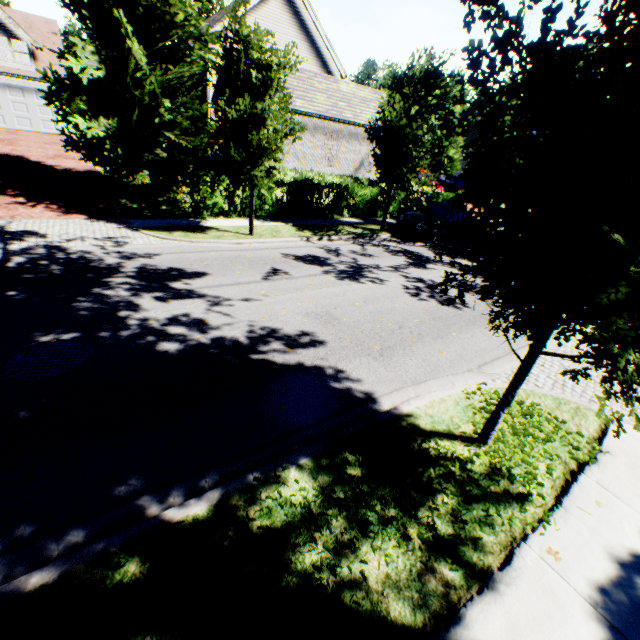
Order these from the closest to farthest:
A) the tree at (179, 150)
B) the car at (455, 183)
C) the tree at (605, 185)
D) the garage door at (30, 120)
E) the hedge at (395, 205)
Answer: the tree at (605, 185)
the tree at (179, 150)
the hedge at (395, 205)
the garage door at (30, 120)
the car at (455, 183)

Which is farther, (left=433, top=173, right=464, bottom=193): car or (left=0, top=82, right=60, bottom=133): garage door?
(left=433, top=173, right=464, bottom=193): car

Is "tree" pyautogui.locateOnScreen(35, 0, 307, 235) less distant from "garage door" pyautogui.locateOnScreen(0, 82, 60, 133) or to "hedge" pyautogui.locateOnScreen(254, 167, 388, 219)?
"hedge" pyautogui.locateOnScreen(254, 167, 388, 219)

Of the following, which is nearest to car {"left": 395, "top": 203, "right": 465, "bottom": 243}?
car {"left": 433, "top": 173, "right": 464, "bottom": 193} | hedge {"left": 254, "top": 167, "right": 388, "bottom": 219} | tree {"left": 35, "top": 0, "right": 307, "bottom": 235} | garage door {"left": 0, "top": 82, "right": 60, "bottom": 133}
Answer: tree {"left": 35, "top": 0, "right": 307, "bottom": 235}

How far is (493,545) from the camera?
3.3 meters

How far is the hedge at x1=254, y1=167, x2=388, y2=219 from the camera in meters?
14.9

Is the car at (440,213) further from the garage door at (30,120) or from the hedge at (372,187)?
the garage door at (30,120)
